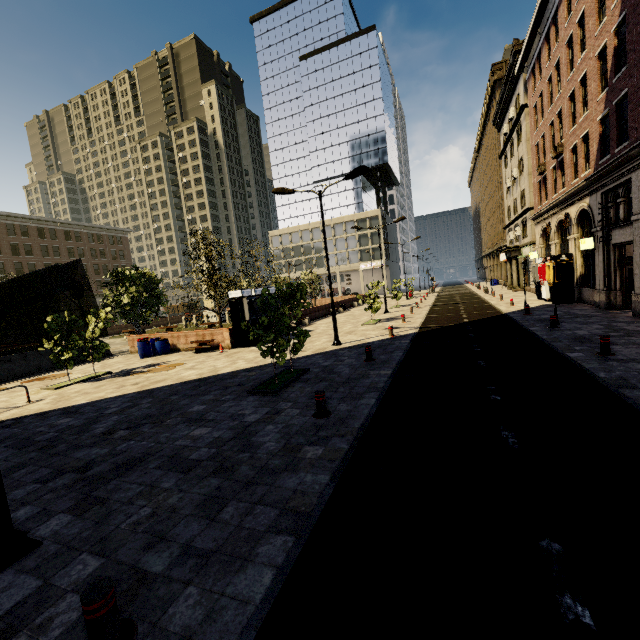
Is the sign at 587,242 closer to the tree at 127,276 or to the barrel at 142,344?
the tree at 127,276

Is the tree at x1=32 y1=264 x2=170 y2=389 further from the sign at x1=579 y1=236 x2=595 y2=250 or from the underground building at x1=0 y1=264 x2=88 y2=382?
the sign at x1=579 y1=236 x2=595 y2=250

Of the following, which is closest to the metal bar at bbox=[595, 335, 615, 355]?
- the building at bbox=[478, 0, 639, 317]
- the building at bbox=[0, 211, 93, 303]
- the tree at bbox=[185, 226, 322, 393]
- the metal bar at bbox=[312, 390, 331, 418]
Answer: the building at bbox=[478, 0, 639, 317]

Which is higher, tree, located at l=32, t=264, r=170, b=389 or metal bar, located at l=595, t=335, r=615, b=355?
tree, located at l=32, t=264, r=170, b=389

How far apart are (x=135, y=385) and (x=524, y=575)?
13.1m

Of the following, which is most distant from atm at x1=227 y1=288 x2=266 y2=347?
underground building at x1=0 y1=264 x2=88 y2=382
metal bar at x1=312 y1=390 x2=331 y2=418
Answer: metal bar at x1=312 y1=390 x2=331 y2=418

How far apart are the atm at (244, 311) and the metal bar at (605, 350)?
14.9 meters
